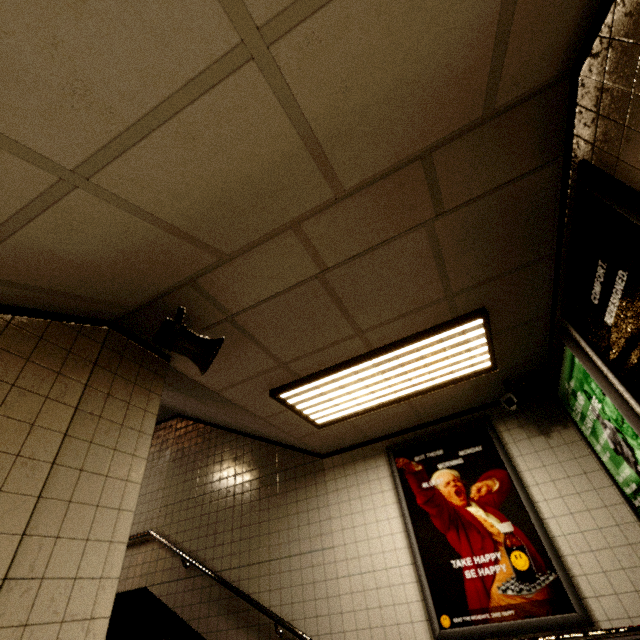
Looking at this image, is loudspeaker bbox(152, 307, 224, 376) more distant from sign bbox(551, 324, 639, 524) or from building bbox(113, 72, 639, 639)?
sign bbox(551, 324, 639, 524)

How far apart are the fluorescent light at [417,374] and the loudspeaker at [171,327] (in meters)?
0.90

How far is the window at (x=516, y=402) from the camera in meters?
3.2 m

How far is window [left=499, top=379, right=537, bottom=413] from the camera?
3.22m

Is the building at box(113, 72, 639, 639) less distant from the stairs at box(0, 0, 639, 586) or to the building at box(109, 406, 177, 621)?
the stairs at box(0, 0, 639, 586)

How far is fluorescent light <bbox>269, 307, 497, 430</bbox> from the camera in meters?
2.6 m

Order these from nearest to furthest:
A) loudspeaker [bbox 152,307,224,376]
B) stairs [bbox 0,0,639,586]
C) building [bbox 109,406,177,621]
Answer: stairs [bbox 0,0,639,586] < loudspeaker [bbox 152,307,224,376] < building [bbox 109,406,177,621]

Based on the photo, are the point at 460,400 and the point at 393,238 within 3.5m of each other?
yes
